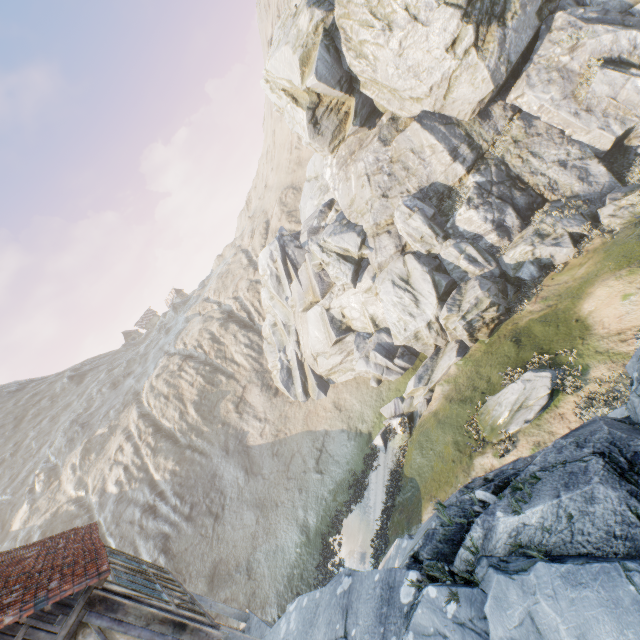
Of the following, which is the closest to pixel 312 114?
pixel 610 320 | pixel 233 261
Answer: pixel 610 320

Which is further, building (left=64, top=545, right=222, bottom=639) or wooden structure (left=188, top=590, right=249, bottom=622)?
wooden structure (left=188, top=590, right=249, bottom=622)

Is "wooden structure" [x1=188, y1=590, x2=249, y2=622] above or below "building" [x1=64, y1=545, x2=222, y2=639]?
below

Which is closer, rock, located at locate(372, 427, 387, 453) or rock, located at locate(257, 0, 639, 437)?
rock, located at locate(257, 0, 639, 437)

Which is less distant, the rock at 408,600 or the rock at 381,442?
the rock at 408,600

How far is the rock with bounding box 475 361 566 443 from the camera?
12.62m

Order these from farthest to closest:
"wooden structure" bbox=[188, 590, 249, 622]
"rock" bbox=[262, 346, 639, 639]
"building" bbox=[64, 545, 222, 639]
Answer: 1. "wooden structure" bbox=[188, 590, 249, 622]
2. "building" bbox=[64, 545, 222, 639]
3. "rock" bbox=[262, 346, 639, 639]

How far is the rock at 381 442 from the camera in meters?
20.5
